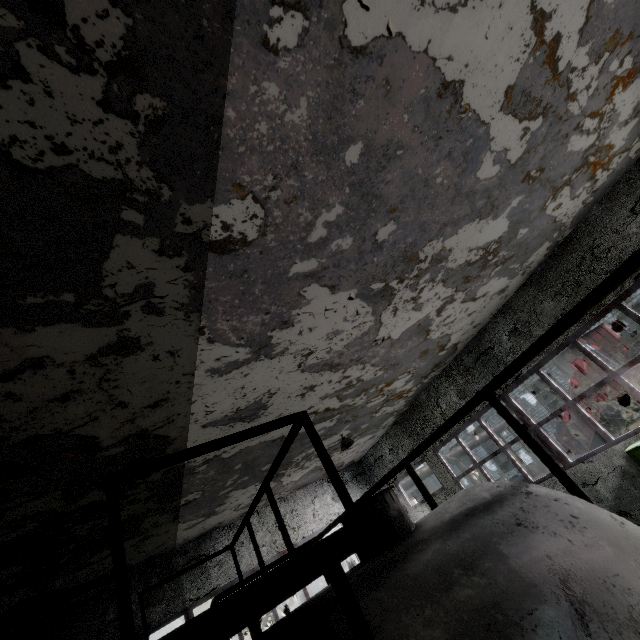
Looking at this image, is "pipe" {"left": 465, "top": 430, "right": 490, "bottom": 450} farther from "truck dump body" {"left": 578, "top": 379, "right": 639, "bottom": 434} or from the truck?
the truck

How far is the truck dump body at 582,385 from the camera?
14.3 meters

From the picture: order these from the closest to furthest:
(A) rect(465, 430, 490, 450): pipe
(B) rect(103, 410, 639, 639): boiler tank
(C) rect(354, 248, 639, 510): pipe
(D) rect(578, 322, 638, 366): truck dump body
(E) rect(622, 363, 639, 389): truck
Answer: (B) rect(103, 410, 639, 639): boiler tank → (C) rect(354, 248, 639, 510): pipe → (E) rect(622, 363, 639, 389): truck → (D) rect(578, 322, 638, 366): truck dump body → (A) rect(465, 430, 490, 450): pipe

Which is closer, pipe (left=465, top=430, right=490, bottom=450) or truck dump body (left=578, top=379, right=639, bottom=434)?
truck dump body (left=578, top=379, right=639, bottom=434)

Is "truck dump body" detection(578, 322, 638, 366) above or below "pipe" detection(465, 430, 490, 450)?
below

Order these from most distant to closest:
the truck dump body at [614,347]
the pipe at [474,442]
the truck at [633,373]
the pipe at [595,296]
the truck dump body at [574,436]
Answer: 1. the pipe at [474,442]
2. the truck dump body at [574,436]
3. the truck dump body at [614,347]
4. the truck at [633,373]
5. the pipe at [595,296]

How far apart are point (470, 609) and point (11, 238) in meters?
4.4 m

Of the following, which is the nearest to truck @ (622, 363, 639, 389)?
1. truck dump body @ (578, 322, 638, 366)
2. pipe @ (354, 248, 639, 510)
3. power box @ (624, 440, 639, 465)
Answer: truck dump body @ (578, 322, 638, 366)
